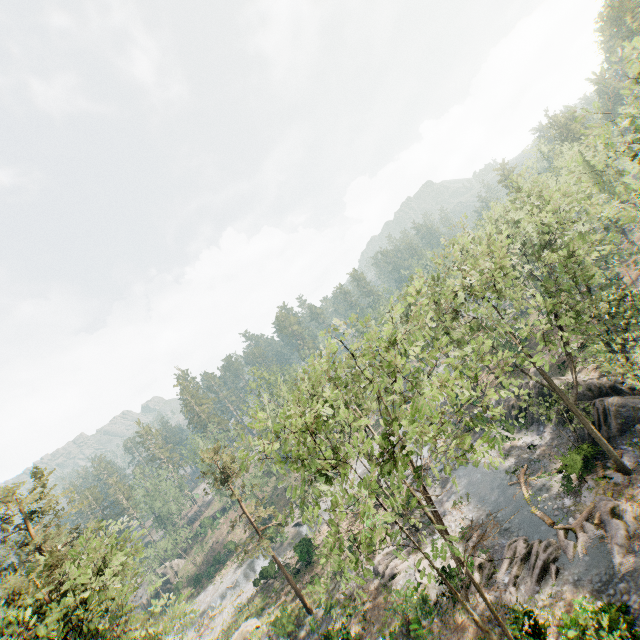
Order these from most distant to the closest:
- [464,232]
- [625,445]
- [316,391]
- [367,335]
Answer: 1. [464,232]
2. [316,391]
3. [625,445]
4. [367,335]

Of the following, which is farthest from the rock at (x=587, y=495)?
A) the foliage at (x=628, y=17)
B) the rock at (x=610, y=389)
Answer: the rock at (x=610, y=389)

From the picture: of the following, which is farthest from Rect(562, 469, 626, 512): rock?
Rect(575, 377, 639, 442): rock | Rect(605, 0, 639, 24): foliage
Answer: Rect(575, 377, 639, 442): rock

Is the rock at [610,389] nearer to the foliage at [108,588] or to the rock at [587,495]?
the foliage at [108,588]

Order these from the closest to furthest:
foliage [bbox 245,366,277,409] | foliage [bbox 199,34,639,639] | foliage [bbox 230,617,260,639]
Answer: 1. foliage [bbox 199,34,639,639]
2. foliage [bbox 230,617,260,639]
3. foliage [bbox 245,366,277,409]

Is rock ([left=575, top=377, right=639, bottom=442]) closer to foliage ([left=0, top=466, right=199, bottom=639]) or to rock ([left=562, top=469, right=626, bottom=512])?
foliage ([left=0, top=466, right=199, bottom=639])
